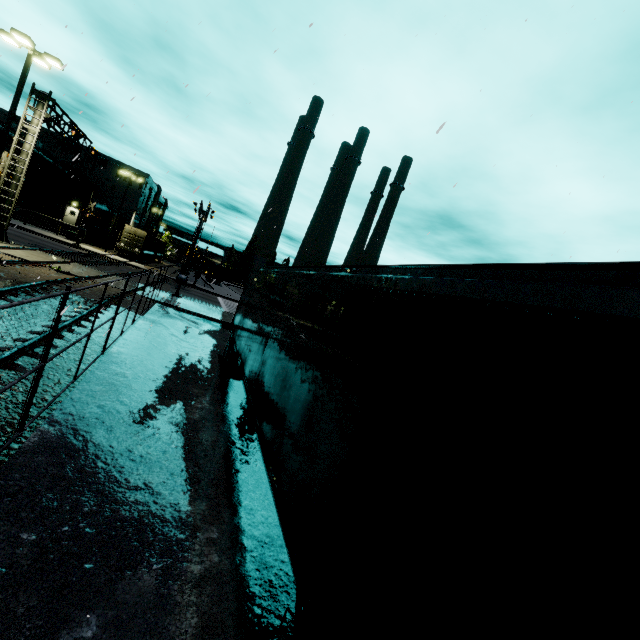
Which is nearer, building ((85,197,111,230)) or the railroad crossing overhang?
the railroad crossing overhang

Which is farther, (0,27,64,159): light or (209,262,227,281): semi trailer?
(209,262,227,281): semi trailer

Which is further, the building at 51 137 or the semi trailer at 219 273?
the semi trailer at 219 273

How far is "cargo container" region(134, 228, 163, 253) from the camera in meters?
42.1

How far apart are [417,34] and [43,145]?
58.0 meters

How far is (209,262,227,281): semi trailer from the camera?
58.4 meters

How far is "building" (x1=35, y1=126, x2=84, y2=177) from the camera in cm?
4588

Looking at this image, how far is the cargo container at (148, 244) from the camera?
42.1m
